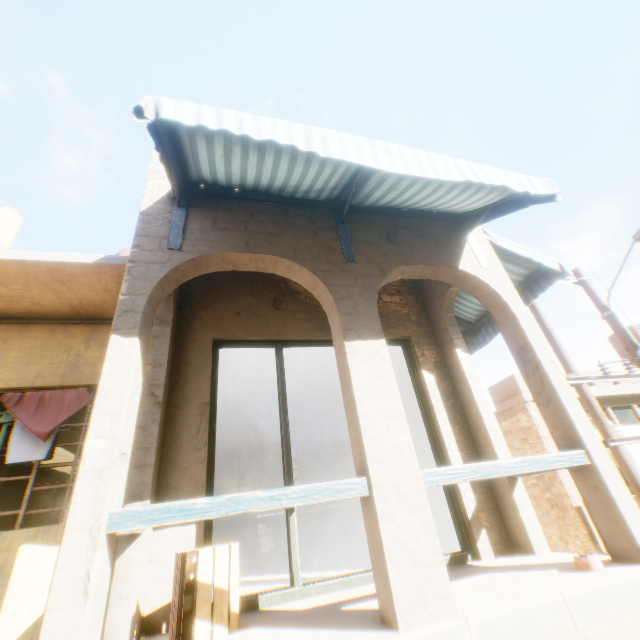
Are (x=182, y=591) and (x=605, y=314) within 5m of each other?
no

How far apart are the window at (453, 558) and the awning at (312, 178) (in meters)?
1.41

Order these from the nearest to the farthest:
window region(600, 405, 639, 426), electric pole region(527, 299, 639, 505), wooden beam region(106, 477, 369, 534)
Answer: wooden beam region(106, 477, 369, 534) < electric pole region(527, 299, 639, 505) < window region(600, 405, 639, 426)

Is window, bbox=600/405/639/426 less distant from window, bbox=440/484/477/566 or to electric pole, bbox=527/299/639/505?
electric pole, bbox=527/299/639/505

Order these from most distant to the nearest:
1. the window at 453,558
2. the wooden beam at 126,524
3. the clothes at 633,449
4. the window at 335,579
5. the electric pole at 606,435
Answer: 1. the clothes at 633,449
2. the electric pole at 606,435
3. the window at 453,558
4. the window at 335,579
5. the wooden beam at 126,524

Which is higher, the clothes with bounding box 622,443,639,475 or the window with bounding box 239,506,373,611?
the clothes with bounding box 622,443,639,475

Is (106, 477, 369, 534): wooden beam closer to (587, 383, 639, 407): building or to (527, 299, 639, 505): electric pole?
(587, 383, 639, 407): building

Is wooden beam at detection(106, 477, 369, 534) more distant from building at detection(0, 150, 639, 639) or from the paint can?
the paint can
